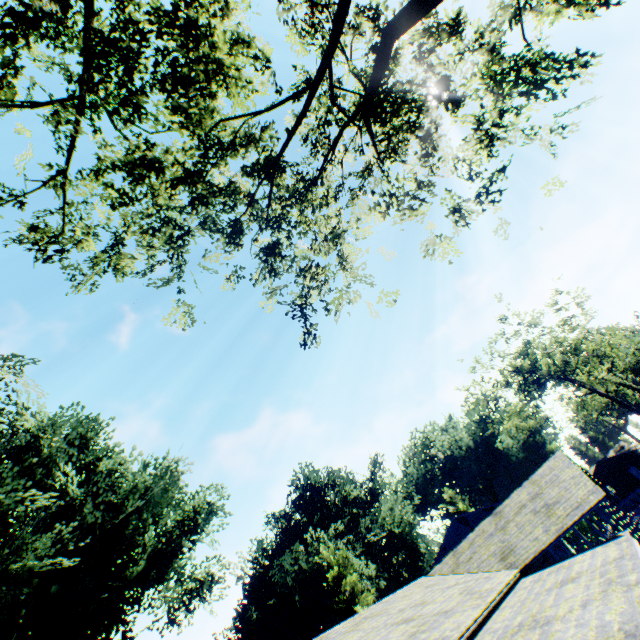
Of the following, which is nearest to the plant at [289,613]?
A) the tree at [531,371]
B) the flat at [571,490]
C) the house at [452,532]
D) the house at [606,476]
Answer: the house at [452,532]

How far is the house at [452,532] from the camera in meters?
33.1

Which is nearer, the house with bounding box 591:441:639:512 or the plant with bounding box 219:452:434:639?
the plant with bounding box 219:452:434:639

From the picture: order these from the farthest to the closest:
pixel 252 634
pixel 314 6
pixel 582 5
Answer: pixel 252 634, pixel 314 6, pixel 582 5

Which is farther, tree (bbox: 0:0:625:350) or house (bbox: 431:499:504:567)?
house (bbox: 431:499:504:567)

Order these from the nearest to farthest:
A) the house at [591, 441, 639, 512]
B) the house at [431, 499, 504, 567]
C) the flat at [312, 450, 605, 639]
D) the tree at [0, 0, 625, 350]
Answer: → the tree at [0, 0, 625, 350], the flat at [312, 450, 605, 639], the house at [431, 499, 504, 567], the house at [591, 441, 639, 512]

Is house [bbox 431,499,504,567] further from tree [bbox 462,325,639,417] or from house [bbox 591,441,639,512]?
house [bbox 591,441,639,512]

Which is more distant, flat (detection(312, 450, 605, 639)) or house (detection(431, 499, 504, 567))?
house (detection(431, 499, 504, 567))
